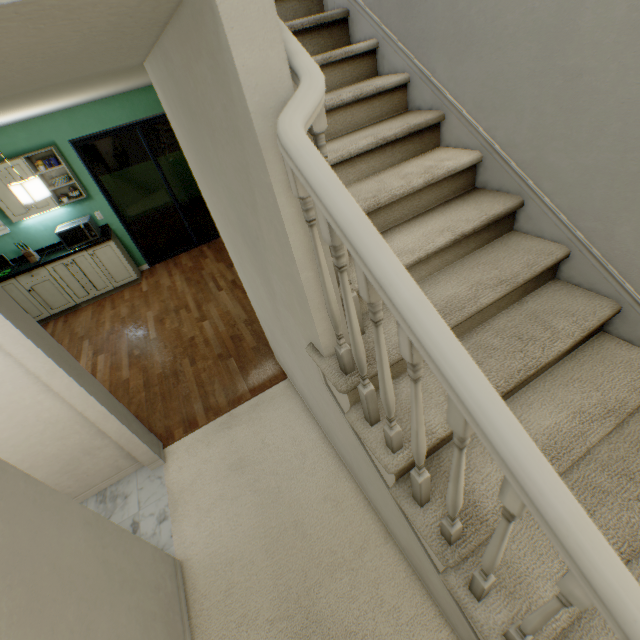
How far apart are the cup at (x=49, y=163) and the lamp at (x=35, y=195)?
1.59m

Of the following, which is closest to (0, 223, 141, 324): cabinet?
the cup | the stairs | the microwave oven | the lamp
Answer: the microwave oven

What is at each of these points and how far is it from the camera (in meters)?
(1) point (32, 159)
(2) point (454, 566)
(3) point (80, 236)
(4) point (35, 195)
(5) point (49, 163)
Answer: (1) cabinet, 4.55
(2) stairs, 1.12
(3) microwave oven, 4.92
(4) lamp, 3.21
(5) cup, 4.51

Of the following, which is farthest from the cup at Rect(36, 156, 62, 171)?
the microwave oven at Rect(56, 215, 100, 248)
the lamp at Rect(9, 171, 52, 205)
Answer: the lamp at Rect(9, 171, 52, 205)

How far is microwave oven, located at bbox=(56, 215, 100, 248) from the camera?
4.8m

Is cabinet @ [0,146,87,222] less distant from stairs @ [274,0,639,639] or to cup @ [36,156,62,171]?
cup @ [36,156,62,171]

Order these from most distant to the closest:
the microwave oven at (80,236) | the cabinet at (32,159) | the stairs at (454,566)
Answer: the microwave oven at (80,236) → the cabinet at (32,159) → the stairs at (454,566)

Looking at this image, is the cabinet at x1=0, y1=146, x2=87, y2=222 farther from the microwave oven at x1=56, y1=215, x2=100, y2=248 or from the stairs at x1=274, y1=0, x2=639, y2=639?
the stairs at x1=274, y1=0, x2=639, y2=639
